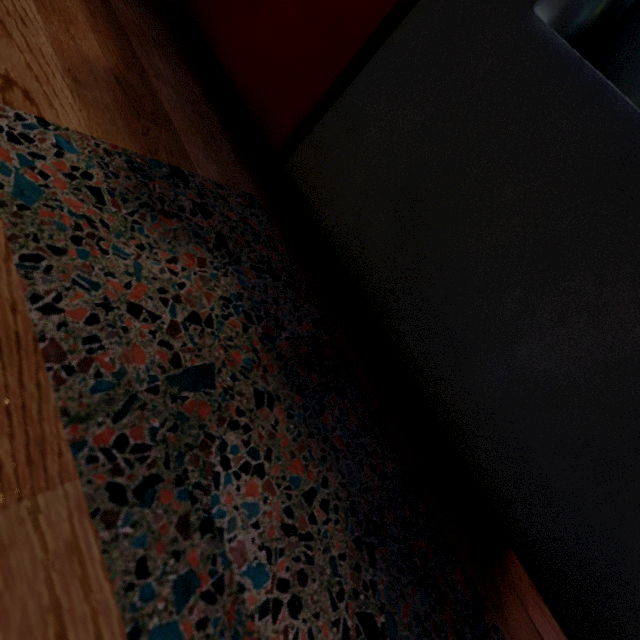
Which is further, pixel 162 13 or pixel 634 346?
pixel 162 13

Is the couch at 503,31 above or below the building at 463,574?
above

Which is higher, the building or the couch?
the couch
